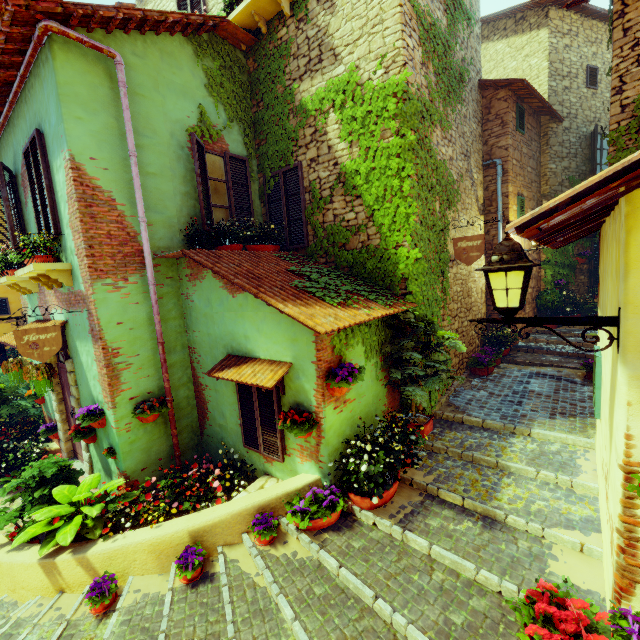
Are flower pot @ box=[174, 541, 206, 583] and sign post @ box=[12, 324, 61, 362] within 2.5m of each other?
no

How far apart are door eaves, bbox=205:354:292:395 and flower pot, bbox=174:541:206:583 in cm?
199

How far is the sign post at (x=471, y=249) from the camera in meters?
5.4

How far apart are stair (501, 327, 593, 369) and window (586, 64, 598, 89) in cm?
781

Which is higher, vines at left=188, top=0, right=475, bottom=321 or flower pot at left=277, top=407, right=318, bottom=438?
vines at left=188, top=0, right=475, bottom=321

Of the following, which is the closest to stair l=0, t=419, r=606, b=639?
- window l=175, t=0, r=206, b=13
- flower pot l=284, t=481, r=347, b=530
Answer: flower pot l=284, t=481, r=347, b=530

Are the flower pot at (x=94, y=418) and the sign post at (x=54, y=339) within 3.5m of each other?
yes

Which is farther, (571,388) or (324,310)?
(571,388)
